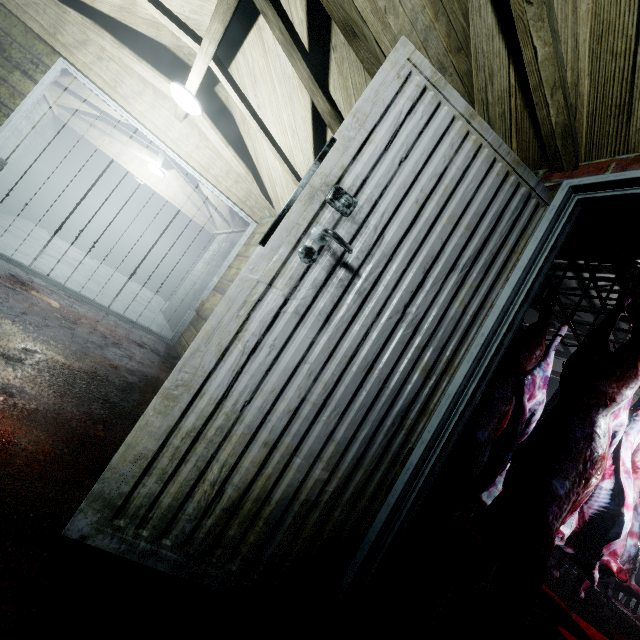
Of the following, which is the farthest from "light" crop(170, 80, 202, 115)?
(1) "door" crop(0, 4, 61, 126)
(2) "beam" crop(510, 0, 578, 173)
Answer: (2) "beam" crop(510, 0, 578, 173)

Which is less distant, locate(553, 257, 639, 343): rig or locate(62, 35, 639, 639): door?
locate(62, 35, 639, 639): door

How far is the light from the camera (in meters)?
2.94

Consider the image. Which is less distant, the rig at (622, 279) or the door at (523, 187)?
the door at (523, 187)

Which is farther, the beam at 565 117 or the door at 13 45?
the door at 13 45

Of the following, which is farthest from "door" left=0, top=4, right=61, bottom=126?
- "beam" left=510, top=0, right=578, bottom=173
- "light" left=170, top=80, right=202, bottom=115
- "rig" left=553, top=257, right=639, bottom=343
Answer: "rig" left=553, top=257, right=639, bottom=343

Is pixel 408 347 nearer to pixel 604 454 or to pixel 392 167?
pixel 392 167

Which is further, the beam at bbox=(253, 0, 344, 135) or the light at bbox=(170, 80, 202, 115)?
the light at bbox=(170, 80, 202, 115)
